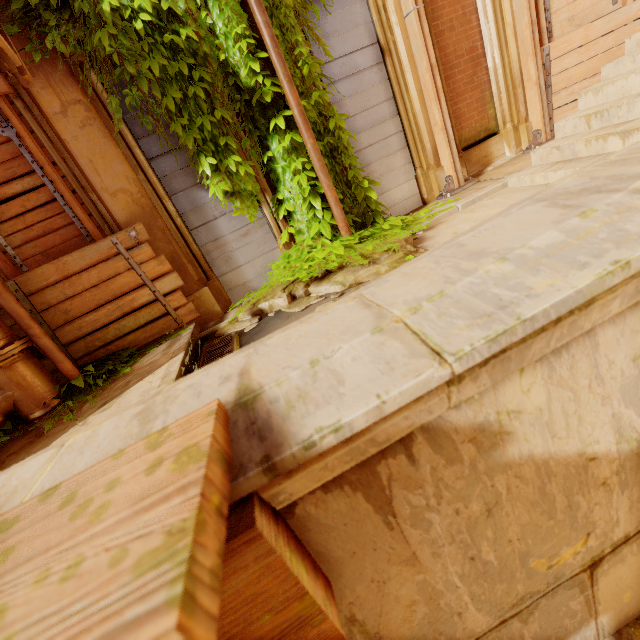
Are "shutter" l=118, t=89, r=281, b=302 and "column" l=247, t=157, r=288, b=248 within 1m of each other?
yes

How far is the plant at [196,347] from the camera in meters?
3.5 m

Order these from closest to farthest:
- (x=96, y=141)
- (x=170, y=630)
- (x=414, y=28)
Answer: (x=170, y=630)
(x=96, y=141)
(x=414, y=28)

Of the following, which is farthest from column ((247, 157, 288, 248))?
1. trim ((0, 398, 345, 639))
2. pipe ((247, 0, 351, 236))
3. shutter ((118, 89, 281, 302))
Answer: trim ((0, 398, 345, 639))

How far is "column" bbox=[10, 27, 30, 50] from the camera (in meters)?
3.72

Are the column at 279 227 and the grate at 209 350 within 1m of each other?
no

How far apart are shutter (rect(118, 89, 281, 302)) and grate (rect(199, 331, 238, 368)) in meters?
1.3

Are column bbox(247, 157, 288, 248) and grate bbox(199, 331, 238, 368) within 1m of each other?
no
